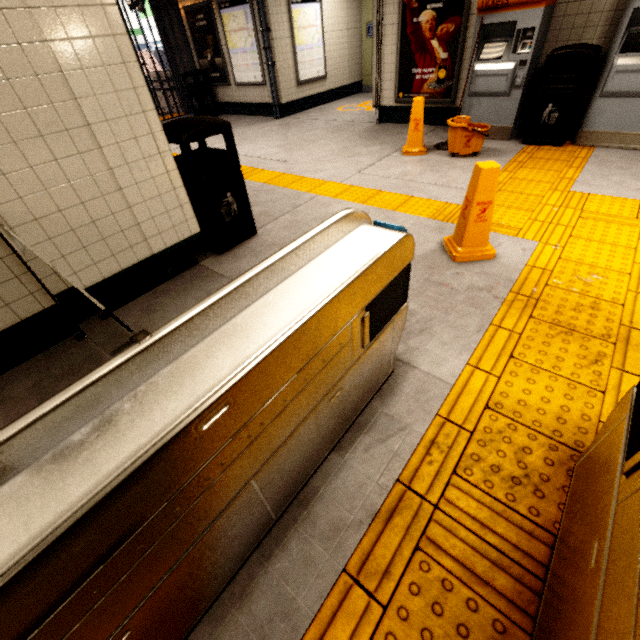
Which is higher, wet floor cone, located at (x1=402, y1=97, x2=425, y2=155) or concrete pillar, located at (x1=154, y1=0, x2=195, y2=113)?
concrete pillar, located at (x1=154, y1=0, x2=195, y2=113)

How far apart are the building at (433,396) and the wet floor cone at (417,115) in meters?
4.0

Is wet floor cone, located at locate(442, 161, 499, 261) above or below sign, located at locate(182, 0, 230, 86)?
below

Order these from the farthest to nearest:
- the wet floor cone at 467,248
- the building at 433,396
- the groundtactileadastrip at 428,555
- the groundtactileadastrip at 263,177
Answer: the groundtactileadastrip at 263,177, the wet floor cone at 467,248, the building at 433,396, the groundtactileadastrip at 428,555

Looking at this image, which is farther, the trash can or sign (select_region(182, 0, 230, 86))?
sign (select_region(182, 0, 230, 86))

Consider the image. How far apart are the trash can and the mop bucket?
0.7 meters

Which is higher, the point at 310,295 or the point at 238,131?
the point at 310,295

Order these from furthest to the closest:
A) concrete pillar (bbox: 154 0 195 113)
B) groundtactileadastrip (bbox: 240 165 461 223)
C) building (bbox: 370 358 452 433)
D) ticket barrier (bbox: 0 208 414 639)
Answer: concrete pillar (bbox: 154 0 195 113), groundtactileadastrip (bbox: 240 165 461 223), building (bbox: 370 358 452 433), ticket barrier (bbox: 0 208 414 639)
